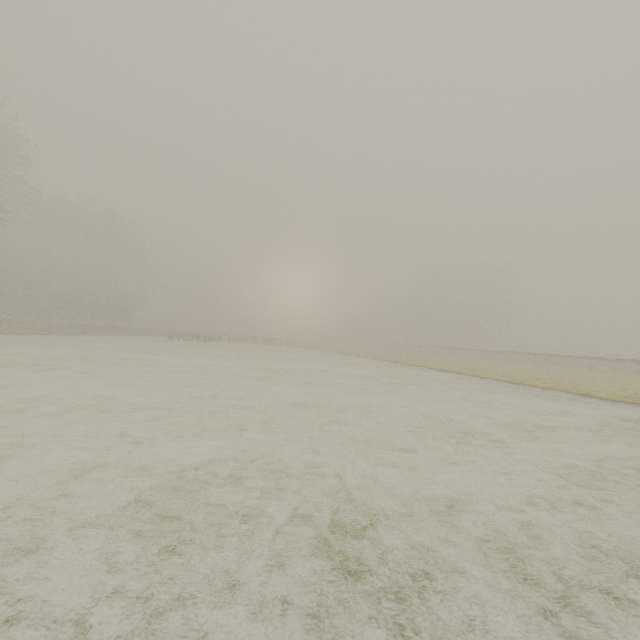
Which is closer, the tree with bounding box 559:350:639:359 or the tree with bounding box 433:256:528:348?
the tree with bounding box 559:350:639:359

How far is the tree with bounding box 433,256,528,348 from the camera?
54.8 meters

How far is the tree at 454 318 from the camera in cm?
5478

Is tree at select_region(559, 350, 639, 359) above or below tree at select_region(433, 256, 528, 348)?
below

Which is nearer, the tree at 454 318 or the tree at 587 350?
the tree at 587 350

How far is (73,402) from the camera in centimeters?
564cm
